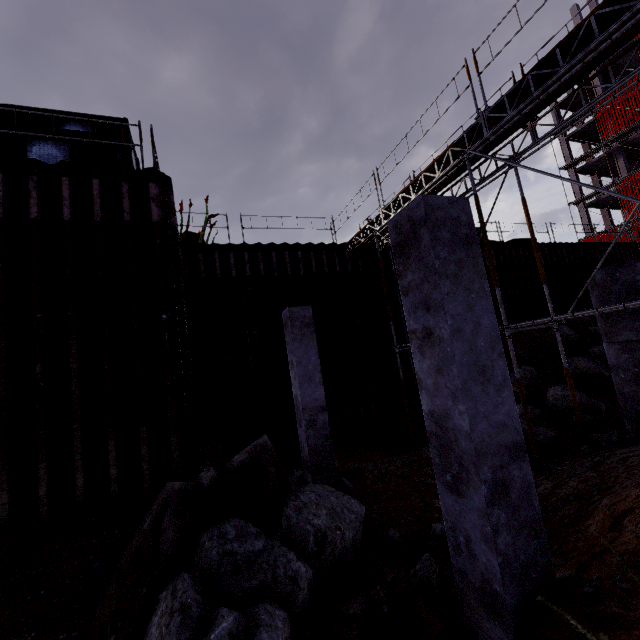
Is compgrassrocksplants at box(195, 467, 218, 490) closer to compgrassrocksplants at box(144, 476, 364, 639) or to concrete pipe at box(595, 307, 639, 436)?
compgrassrocksplants at box(144, 476, 364, 639)

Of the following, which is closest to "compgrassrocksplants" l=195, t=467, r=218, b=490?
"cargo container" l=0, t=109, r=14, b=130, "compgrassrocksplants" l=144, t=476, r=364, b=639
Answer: "compgrassrocksplants" l=144, t=476, r=364, b=639

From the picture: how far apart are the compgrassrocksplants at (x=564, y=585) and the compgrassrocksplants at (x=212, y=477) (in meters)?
4.00

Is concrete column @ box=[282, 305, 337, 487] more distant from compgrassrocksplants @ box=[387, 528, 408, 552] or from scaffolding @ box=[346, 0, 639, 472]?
scaffolding @ box=[346, 0, 639, 472]

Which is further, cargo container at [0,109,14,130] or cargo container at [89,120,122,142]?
cargo container at [89,120,122,142]

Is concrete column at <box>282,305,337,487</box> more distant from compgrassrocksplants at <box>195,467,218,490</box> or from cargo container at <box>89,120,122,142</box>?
cargo container at <box>89,120,122,142</box>

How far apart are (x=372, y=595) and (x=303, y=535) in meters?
1.0

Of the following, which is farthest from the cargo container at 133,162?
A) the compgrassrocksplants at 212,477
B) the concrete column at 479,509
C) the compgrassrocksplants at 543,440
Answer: the compgrassrocksplants at 543,440
